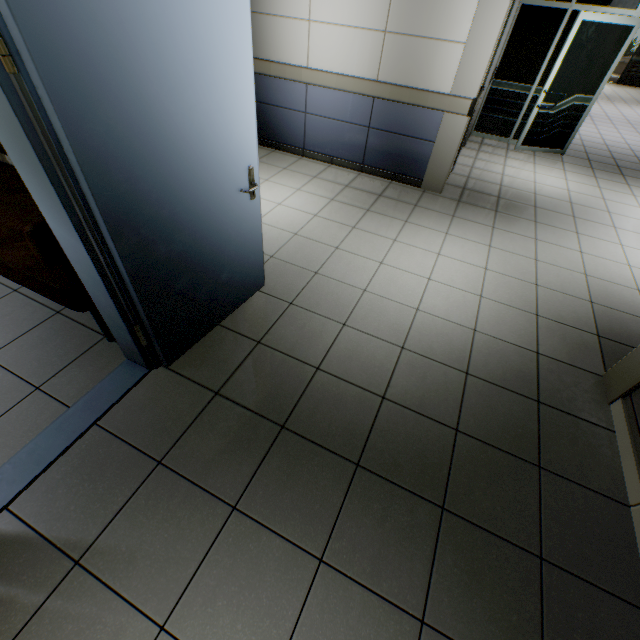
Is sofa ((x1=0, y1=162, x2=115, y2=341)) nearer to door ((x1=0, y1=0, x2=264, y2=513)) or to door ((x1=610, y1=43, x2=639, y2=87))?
door ((x1=0, y1=0, x2=264, y2=513))

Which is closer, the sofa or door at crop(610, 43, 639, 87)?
the sofa

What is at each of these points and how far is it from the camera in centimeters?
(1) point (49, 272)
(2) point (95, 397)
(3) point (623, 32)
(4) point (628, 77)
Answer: (1) sofa, 198cm
(2) door, 200cm
(3) door, 505cm
(4) door, 1401cm

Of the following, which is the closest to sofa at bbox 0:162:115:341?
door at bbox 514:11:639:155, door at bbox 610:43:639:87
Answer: door at bbox 514:11:639:155

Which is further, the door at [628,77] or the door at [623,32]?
the door at [628,77]

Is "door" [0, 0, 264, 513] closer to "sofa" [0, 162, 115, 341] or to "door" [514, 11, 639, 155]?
"sofa" [0, 162, 115, 341]

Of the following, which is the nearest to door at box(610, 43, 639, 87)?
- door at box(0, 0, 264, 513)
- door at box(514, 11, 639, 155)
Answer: door at box(514, 11, 639, 155)

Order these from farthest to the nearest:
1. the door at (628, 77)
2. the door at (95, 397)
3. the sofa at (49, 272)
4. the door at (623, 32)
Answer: the door at (628, 77)
the door at (623, 32)
the sofa at (49, 272)
the door at (95, 397)
